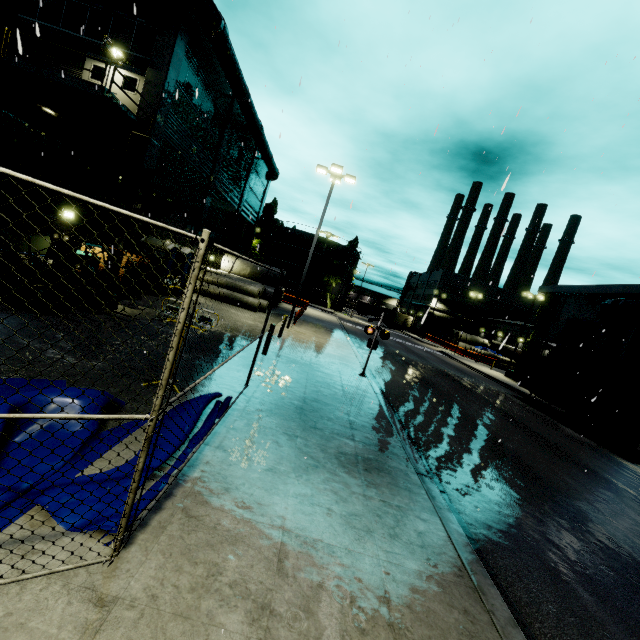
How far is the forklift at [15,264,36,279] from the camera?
8.84m

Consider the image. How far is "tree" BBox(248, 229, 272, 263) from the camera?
57.41m

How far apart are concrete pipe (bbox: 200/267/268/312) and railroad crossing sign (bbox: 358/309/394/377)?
11.85m

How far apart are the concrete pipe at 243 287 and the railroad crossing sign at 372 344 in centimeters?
1185cm

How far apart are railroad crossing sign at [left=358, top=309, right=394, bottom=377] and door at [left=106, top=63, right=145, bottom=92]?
14.9 meters

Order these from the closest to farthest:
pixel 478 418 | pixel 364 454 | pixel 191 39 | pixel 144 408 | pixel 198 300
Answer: pixel 144 408, pixel 364 454, pixel 478 418, pixel 191 39, pixel 198 300

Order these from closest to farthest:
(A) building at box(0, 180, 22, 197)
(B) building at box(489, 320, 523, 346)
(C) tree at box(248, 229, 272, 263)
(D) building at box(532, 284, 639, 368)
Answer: (A) building at box(0, 180, 22, 197), (D) building at box(532, 284, 639, 368), (B) building at box(489, 320, 523, 346), (C) tree at box(248, 229, 272, 263)

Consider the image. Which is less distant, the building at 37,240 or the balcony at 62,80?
the building at 37,240
